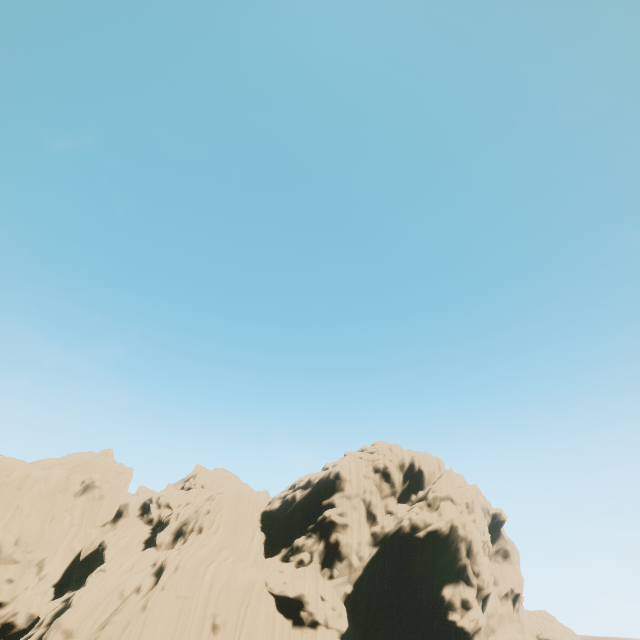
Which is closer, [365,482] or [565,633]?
[365,482]
